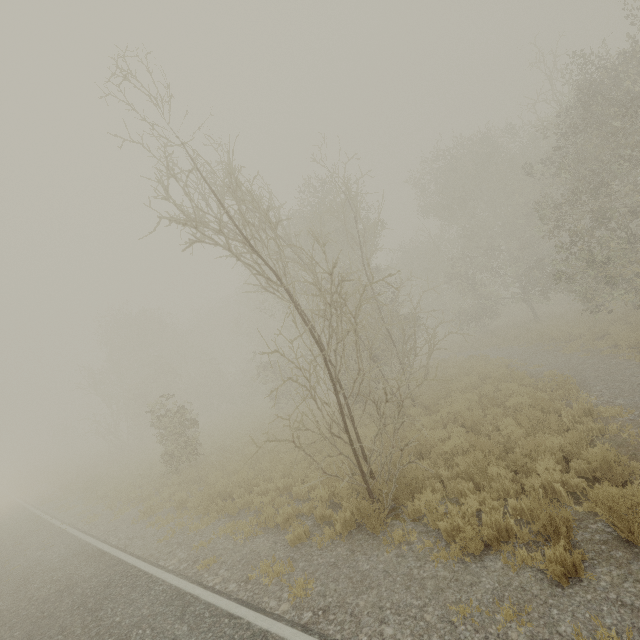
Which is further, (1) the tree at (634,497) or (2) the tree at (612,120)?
(2) the tree at (612,120)

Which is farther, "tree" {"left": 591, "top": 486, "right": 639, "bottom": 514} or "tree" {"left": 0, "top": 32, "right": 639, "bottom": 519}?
"tree" {"left": 0, "top": 32, "right": 639, "bottom": 519}

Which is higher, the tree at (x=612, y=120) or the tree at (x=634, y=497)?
the tree at (x=612, y=120)

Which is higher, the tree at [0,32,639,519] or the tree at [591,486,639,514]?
the tree at [0,32,639,519]

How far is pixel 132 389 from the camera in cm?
3391
